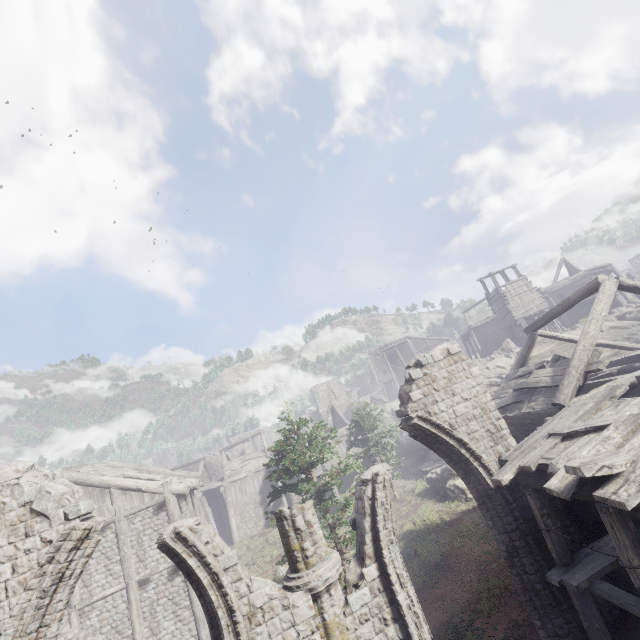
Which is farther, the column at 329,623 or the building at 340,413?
the building at 340,413

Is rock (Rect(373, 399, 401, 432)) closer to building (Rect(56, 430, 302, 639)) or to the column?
building (Rect(56, 430, 302, 639))

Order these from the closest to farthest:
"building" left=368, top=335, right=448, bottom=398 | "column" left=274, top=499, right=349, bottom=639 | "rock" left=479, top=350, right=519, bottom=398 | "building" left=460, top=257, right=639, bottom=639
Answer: "building" left=460, top=257, right=639, bottom=639, "column" left=274, top=499, right=349, bottom=639, "rock" left=479, top=350, right=519, bottom=398, "building" left=368, top=335, right=448, bottom=398

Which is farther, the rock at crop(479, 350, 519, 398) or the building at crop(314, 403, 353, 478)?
the building at crop(314, 403, 353, 478)

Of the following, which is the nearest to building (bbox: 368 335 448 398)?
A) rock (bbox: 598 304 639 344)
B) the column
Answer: rock (bbox: 598 304 639 344)

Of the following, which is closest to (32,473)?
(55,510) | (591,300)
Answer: (55,510)

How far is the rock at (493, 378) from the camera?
24.6 meters

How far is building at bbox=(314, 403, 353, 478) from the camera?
33.3m
